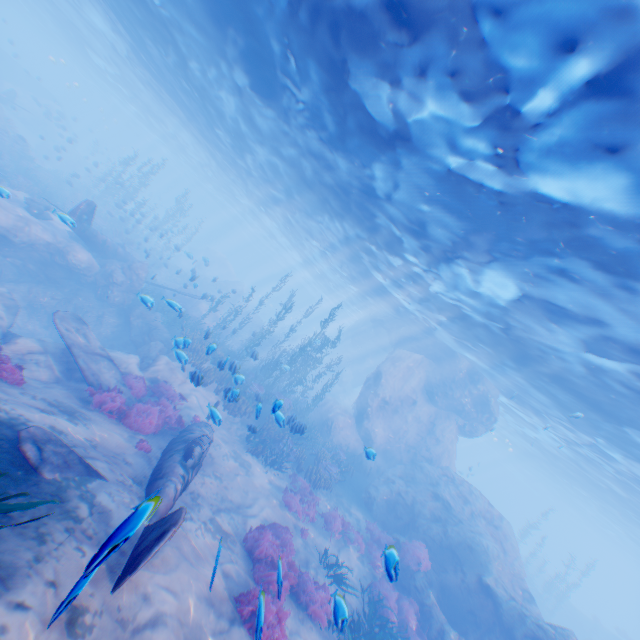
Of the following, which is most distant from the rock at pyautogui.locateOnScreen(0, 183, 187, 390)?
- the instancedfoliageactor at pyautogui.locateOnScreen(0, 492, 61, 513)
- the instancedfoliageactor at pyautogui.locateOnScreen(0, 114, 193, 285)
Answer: the instancedfoliageactor at pyautogui.locateOnScreen(0, 492, 61, 513)

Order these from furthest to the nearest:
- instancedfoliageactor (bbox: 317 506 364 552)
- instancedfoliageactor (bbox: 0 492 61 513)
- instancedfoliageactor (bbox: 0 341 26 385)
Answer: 1. instancedfoliageactor (bbox: 317 506 364 552)
2. instancedfoliageactor (bbox: 0 341 26 385)
3. instancedfoliageactor (bbox: 0 492 61 513)

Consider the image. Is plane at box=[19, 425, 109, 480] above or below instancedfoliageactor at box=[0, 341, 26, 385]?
above

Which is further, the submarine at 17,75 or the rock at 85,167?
the submarine at 17,75

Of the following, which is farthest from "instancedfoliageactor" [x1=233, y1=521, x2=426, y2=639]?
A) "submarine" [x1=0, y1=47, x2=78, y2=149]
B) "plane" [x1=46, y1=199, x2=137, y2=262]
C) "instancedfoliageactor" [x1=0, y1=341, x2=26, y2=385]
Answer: "submarine" [x1=0, y1=47, x2=78, y2=149]

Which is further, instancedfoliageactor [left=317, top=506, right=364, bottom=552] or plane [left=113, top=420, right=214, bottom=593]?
instancedfoliageactor [left=317, top=506, right=364, bottom=552]

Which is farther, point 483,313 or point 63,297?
point 63,297

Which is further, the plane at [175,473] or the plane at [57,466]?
the plane at [57,466]
